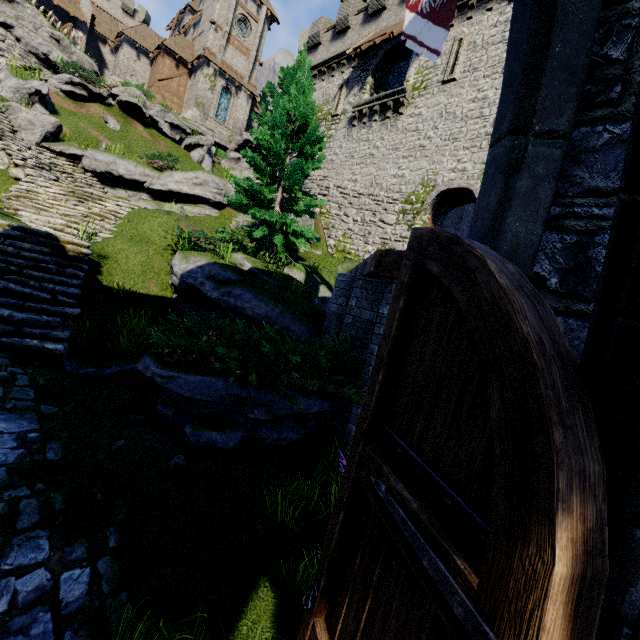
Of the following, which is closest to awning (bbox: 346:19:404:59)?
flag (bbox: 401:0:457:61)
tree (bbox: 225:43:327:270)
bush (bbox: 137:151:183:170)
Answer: tree (bbox: 225:43:327:270)

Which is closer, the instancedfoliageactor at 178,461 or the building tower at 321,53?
the instancedfoliageactor at 178,461

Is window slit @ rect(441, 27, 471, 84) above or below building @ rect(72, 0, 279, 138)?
below

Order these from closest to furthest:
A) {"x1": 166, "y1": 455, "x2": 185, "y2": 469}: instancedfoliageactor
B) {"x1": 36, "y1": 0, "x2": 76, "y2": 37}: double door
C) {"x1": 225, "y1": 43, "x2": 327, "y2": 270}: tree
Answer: {"x1": 166, "y1": 455, "x2": 185, "y2": 469}: instancedfoliageactor → {"x1": 225, "y1": 43, "x2": 327, "y2": 270}: tree → {"x1": 36, "y1": 0, "x2": 76, "y2": 37}: double door

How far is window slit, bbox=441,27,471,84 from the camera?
16.7 meters

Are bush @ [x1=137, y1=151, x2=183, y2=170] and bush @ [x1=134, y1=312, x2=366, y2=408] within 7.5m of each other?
no

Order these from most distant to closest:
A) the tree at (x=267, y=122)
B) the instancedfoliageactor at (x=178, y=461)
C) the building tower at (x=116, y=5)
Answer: the building tower at (x=116, y=5), the tree at (x=267, y=122), the instancedfoliageactor at (x=178, y=461)

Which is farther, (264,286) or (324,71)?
(324,71)
